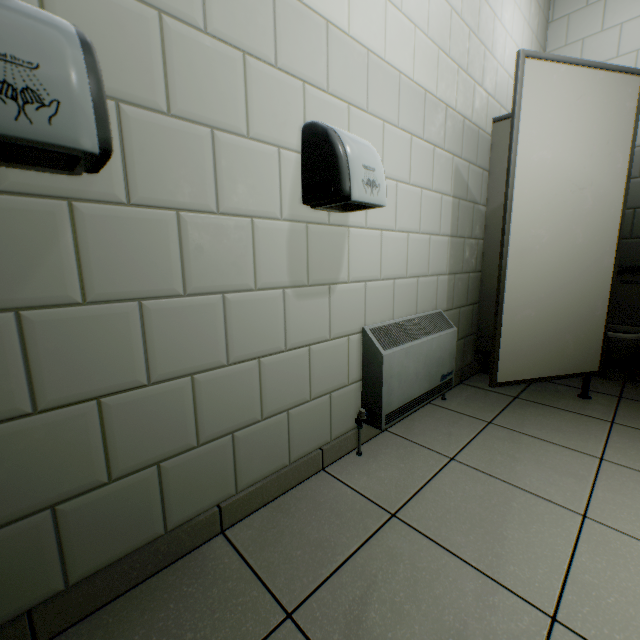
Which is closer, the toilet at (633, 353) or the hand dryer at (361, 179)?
the hand dryer at (361, 179)

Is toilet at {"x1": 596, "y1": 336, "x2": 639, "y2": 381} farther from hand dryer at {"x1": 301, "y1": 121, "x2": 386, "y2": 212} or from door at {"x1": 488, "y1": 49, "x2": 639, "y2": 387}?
hand dryer at {"x1": 301, "y1": 121, "x2": 386, "y2": 212}

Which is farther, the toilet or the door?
the toilet

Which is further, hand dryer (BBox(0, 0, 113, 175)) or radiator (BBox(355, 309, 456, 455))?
radiator (BBox(355, 309, 456, 455))

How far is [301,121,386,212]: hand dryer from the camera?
1.1 meters

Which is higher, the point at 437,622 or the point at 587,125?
the point at 587,125

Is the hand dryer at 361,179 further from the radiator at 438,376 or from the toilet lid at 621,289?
the toilet lid at 621,289

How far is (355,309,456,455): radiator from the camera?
1.5m
